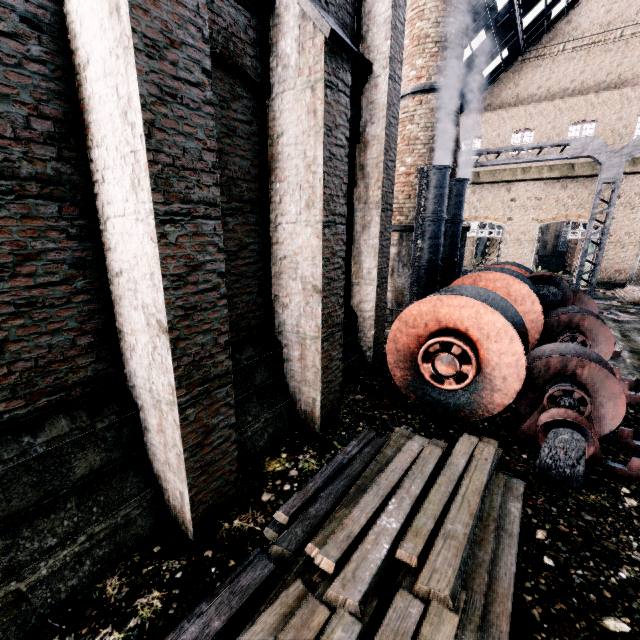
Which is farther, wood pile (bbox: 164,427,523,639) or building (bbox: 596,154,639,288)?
building (bbox: 596,154,639,288)

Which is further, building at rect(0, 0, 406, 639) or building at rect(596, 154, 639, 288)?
building at rect(596, 154, 639, 288)

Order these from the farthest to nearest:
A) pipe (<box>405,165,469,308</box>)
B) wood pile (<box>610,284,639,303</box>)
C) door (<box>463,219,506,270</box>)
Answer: door (<box>463,219,506,270</box>), wood pile (<box>610,284,639,303</box>), pipe (<box>405,165,469,308</box>)

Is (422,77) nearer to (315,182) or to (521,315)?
(521,315)

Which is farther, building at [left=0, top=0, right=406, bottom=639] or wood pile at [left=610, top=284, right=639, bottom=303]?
wood pile at [left=610, top=284, right=639, bottom=303]

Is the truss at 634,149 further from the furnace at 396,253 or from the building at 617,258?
the building at 617,258

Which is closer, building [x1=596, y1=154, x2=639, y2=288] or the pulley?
the pulley

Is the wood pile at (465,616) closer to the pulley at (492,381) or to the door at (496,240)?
the pulley at (492,381)
